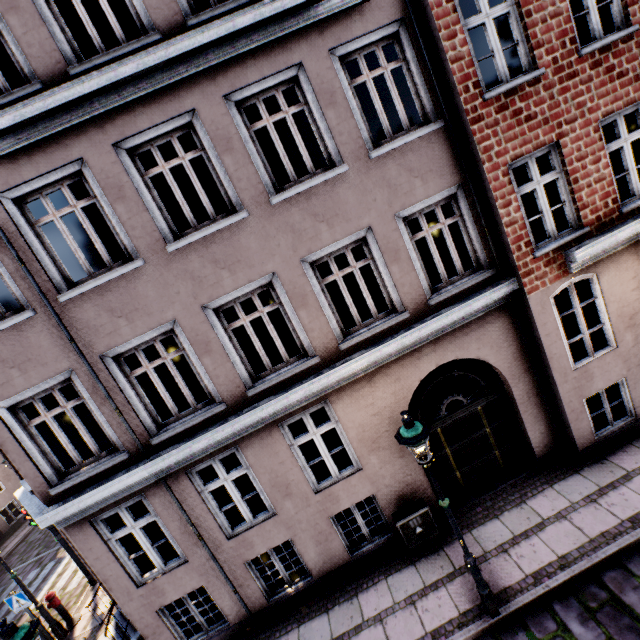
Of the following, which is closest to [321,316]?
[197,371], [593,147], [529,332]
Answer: [197,371]

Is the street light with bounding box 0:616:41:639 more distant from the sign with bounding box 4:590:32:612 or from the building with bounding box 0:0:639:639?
the building with bounding box 0:0:639:639

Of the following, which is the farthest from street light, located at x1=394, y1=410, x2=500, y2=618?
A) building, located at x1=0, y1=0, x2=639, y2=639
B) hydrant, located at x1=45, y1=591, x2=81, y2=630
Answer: building, located at x1=0, y1=0, x2=639, y2=639

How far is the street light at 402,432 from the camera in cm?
448

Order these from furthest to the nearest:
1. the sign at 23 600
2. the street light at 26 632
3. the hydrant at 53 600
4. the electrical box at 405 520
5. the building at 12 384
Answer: the hydrant at 53 600 < the sign at 23 600 < the electrical box at 405 520 < the building at 12 384 < the street light at 26 632

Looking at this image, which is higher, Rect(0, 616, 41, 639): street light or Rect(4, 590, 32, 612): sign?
Rect(0, 616, 41, 639): street light

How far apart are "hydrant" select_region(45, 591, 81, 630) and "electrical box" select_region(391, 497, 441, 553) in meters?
9.9

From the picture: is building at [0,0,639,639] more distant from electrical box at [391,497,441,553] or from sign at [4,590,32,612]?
sign at [4,590,32,612]
